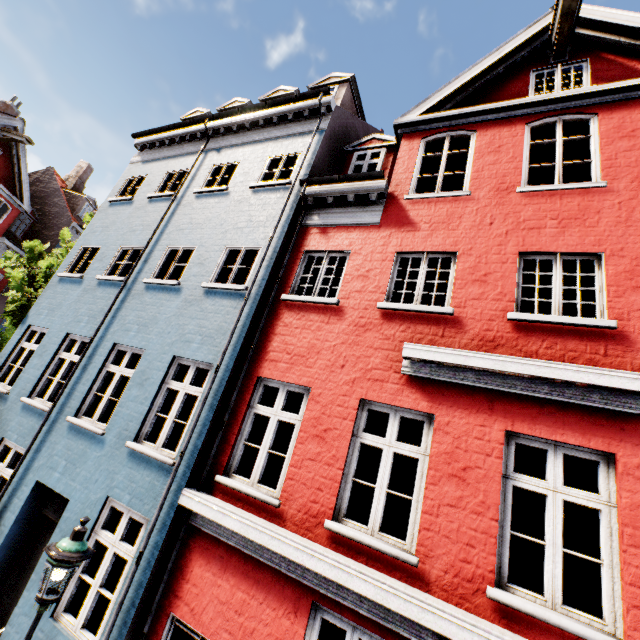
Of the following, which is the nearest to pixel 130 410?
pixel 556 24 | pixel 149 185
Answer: pixel 149 185
